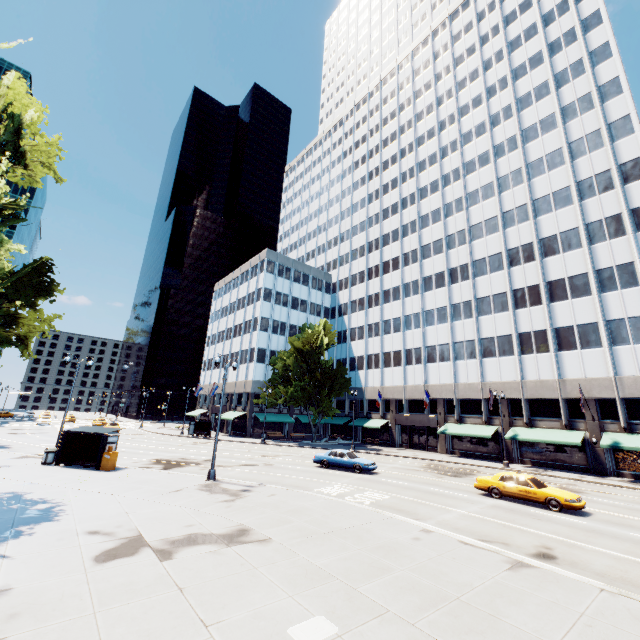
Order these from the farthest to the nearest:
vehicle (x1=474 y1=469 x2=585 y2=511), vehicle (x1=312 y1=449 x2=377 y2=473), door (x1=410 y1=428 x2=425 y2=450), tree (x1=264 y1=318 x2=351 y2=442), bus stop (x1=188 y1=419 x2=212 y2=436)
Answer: bus stop (x1=188 y1=419 x2=212 y2=436), tree (x1=264 y1=318 x2=351 y2=442), door (x1=410 y1=428 x2=425 y2=450), vehicle (x1=312 y1=449 x2=377 y2=473), vehicle (x1=474 y1=469 x2=585 y2=511)

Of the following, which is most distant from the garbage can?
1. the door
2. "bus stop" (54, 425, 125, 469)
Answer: the door

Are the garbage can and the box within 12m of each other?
yes

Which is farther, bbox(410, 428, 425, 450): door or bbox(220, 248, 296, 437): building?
bbox(220, 248, 296, 437): building

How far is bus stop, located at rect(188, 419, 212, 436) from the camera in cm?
4811

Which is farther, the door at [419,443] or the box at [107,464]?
the door at [419,443]

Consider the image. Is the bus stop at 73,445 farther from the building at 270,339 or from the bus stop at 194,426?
the building at 270,339

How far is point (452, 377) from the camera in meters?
42.9 m
